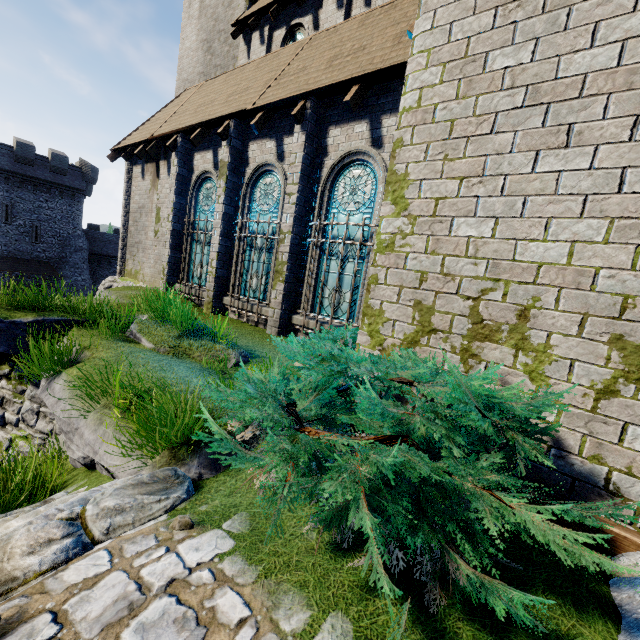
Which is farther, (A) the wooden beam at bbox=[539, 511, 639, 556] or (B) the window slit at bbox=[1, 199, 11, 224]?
(B) the window slit at bbox=[1, 199, 11, 224]

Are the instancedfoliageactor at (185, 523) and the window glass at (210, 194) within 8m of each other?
no

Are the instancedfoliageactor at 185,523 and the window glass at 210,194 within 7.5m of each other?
no

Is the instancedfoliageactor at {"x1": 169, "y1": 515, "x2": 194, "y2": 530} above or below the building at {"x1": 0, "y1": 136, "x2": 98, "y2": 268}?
below

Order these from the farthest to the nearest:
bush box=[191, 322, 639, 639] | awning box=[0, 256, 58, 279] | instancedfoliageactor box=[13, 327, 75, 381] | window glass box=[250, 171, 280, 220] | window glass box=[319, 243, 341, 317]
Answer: awning box=[0, 256, 58, 279], window glass box=[250, 171, 280, 220], window glass box=[319, 243, 341, 317], instancedfoliageactor box=[13, 327, 75, 381], bush box=[191, 322, 639, 639]

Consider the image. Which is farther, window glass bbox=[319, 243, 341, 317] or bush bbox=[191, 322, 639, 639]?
window glass bbox=[319, 243, 341, 317]

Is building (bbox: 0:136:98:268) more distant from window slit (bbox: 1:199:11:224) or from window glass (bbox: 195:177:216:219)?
window glass (bbox: 195:177:216:219)

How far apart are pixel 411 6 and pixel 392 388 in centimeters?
928cm
